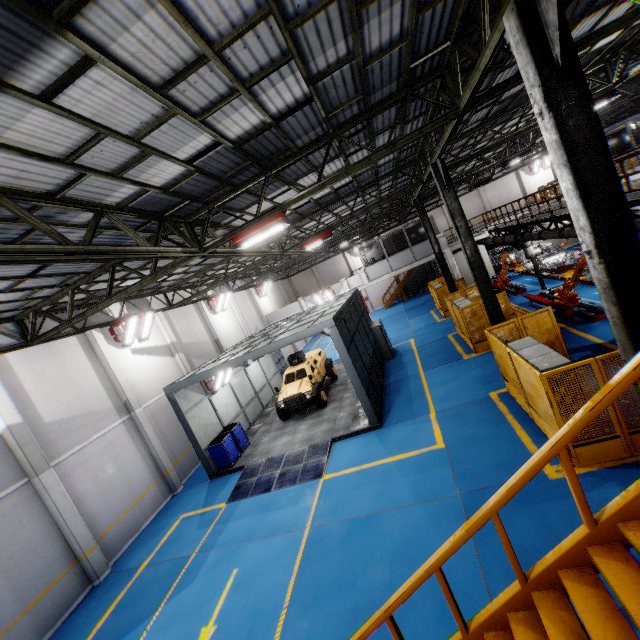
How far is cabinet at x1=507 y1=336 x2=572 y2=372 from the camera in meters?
6.8 m

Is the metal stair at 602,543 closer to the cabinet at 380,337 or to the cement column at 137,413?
the cement column at 137,413

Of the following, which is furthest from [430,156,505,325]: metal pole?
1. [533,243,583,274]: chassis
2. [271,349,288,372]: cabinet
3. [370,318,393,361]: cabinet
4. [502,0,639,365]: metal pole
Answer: [271,349,288,372]: cabinet

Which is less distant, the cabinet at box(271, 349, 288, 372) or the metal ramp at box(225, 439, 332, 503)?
the metal ramp at box(225, 439, 332, 503)

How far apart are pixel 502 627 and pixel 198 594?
7.8m

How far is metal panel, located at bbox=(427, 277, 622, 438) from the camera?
6.5 meters

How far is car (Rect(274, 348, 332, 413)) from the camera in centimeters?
1535cm

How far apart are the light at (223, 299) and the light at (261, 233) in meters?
13.4
